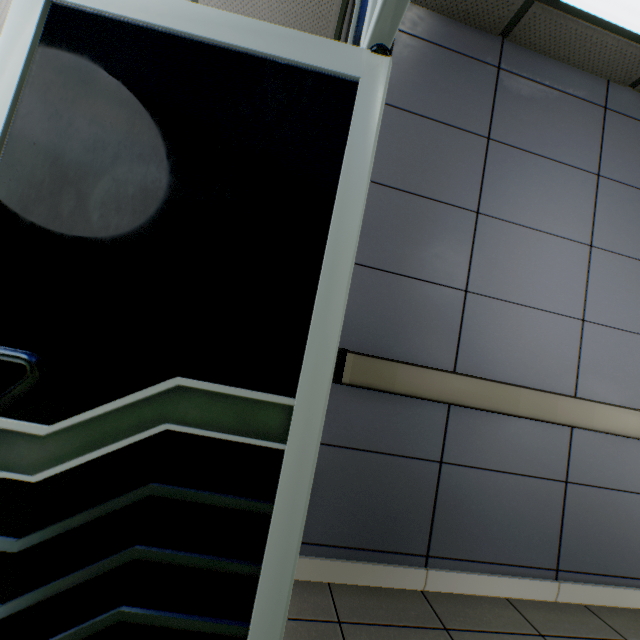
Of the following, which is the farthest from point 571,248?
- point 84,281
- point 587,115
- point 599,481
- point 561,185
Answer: point 84,281
